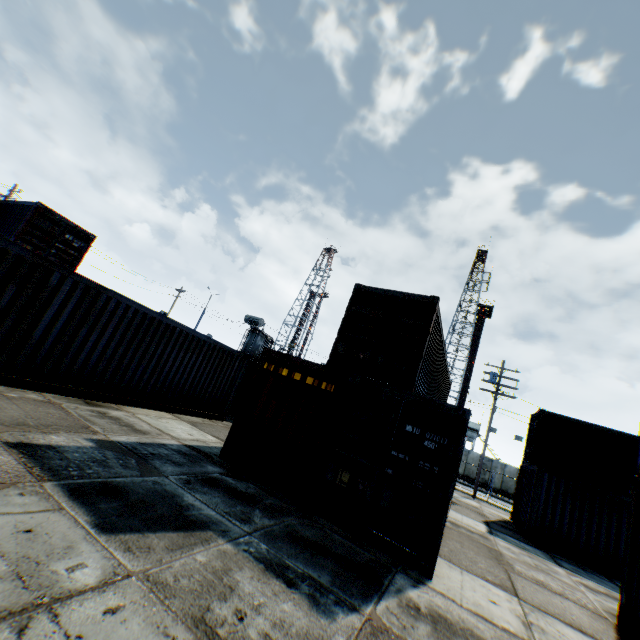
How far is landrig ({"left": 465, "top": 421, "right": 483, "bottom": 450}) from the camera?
41.2 meters

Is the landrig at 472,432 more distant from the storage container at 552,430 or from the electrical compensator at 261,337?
the storage container at 552,430

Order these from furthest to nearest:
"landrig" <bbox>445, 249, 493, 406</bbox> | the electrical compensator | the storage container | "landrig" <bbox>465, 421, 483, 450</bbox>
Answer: "landrig" <bbox>445, 249, 493, 406</bbox> → "landrig" <bbox>465, 421, 483, 450</bbox> → the electrical compensator → the storage container

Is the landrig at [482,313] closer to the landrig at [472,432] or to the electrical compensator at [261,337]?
the landrig at [472,432]

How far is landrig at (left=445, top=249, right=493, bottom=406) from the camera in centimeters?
4738cm

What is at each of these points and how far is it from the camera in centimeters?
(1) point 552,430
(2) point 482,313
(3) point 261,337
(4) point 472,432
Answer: (1) storage container, 1662cm
(2) landrig, 5028cm
(3) electrical compensator, 2955cm
(4) landrig, 4153cm

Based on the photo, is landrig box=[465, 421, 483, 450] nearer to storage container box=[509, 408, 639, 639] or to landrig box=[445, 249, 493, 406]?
landrig box=[445, 249, 493, 406]

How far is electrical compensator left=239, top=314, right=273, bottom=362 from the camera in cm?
2855
